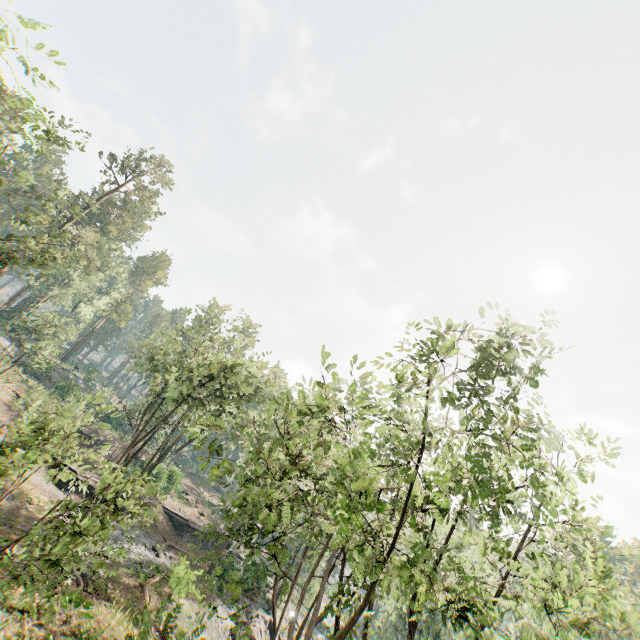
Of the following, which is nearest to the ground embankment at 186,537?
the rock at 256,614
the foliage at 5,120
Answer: the foliage at 5,120

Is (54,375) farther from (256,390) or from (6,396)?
(256,390)

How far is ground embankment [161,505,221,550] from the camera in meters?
37.9 m

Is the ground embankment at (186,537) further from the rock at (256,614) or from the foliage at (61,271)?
the rock at (256,614)

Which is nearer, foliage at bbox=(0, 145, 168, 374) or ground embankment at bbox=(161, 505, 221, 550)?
foliage at bbox=(0, 145, 168, 374)

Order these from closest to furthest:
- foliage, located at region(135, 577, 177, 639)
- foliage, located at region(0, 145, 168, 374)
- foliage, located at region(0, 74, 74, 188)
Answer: foliage, located at region(135, 577, 177, 639), foliage, located at region(0, 74, 74, 188), foliage, located at region(0, 145, 168, 374)

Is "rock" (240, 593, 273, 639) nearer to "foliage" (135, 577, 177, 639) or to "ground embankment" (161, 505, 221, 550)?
"foliage" (135, 577, 177, 639)
